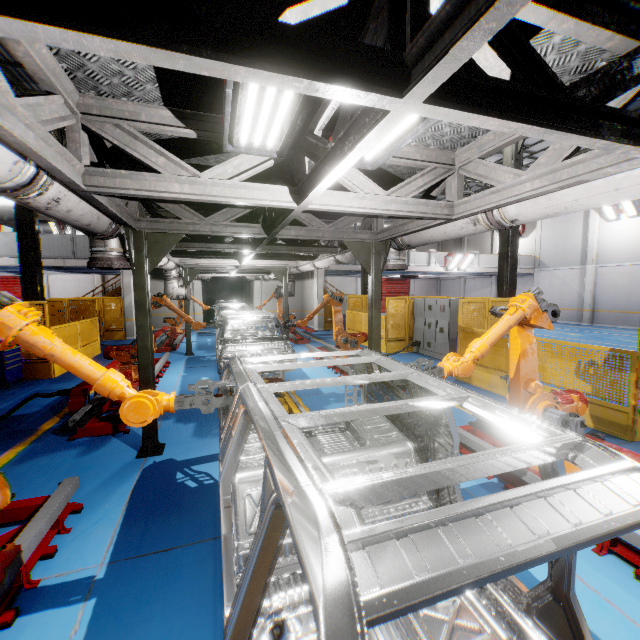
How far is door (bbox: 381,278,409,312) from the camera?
35.12m

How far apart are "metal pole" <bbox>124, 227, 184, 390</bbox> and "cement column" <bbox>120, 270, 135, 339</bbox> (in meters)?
13.65

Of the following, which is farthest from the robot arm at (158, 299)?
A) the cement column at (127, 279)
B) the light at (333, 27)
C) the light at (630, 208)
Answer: the light at (630, 208)

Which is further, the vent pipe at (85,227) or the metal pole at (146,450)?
the metal pole at (146,450)

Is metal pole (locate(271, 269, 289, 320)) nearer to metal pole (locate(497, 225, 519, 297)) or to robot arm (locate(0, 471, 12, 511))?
metal pole (locate(497, 225, 519, 297))

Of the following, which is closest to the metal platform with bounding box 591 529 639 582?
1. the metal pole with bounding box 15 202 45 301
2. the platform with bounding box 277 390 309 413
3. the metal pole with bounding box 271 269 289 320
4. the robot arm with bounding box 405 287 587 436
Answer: the robot arm with bounding box 405 287 587 436

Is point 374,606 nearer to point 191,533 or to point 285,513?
point 285,513

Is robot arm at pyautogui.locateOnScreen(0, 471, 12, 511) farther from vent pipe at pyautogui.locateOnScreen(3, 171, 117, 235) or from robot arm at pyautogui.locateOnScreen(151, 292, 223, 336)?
robot arm at pyautogui.locateOnScreen(151, 292, 223, 336)
